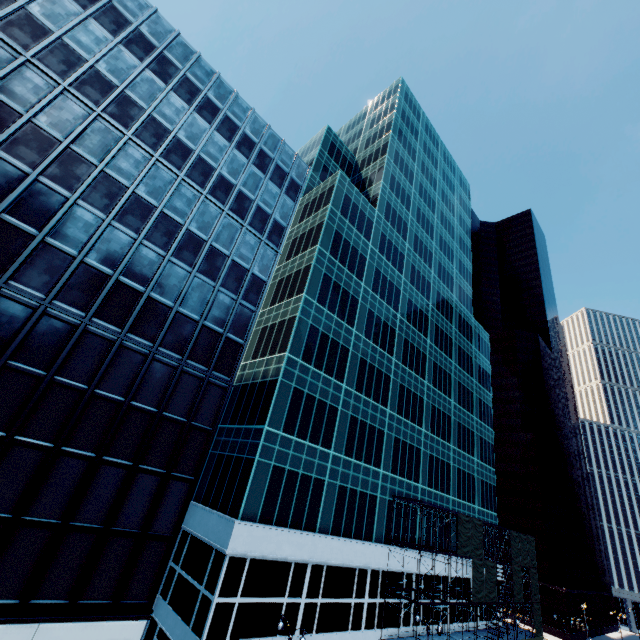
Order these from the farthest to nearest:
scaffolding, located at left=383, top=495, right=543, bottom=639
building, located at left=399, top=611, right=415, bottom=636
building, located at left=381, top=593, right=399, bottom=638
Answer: scaffolding, located at left=383, top=495, right=543, bottom=639 < building, located at left=399, top=611, right=415, bottom=636 < building, located at left=381, top=593, right=399, bottom=638

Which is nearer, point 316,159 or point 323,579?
point 323,579

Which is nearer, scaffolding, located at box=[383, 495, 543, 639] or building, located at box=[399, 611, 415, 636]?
building, located at box=[399, 611, 415, 636]

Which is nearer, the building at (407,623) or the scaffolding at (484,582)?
the building at (407,623)

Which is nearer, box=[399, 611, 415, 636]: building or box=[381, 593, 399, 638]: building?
box=[381, 593, 399, 638]: building

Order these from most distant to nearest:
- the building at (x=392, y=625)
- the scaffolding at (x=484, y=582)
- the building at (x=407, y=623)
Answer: the scaffolding at (x=484, y=582)
the building at (x=407, y=623)
the building at (x=392, y=625)
